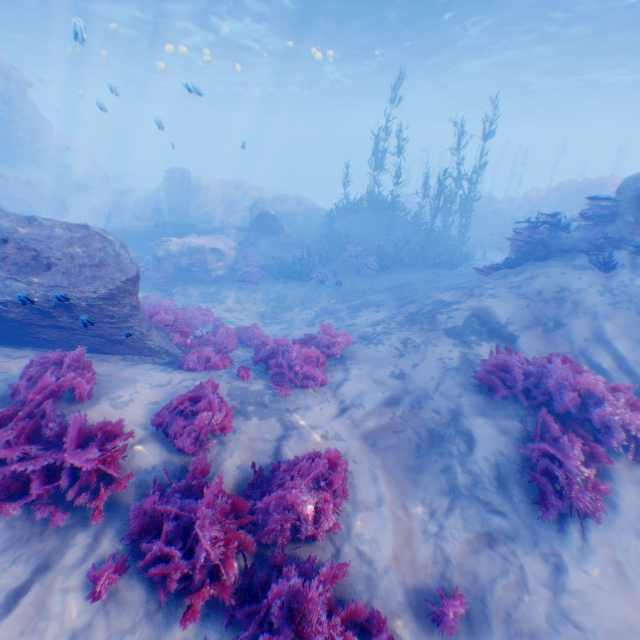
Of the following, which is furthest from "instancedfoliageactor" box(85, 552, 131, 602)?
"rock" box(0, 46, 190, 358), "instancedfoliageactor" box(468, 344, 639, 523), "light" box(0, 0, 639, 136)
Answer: "light" box(0, 0, 639, 136)

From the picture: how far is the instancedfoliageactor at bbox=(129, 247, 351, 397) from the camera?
7.1m

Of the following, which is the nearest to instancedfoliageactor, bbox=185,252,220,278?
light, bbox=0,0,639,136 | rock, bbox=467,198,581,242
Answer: light, bbox=0,0,639,136

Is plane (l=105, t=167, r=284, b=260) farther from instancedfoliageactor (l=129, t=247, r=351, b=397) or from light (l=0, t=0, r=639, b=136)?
instancedfoliageactor (l=129, t=247, r=351, b=397)

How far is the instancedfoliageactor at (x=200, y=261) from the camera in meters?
15.8 m

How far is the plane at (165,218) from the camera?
18.1m

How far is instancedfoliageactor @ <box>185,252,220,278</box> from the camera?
15.8m

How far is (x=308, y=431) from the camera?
5.9m
